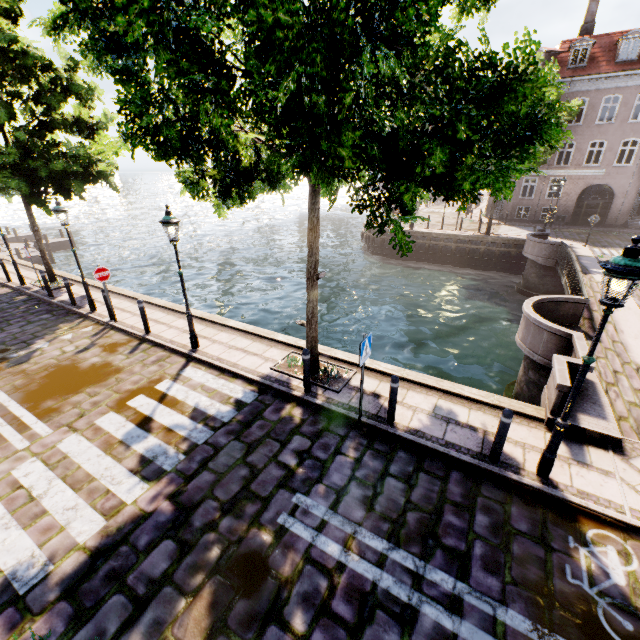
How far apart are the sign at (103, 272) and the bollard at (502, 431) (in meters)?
11.42

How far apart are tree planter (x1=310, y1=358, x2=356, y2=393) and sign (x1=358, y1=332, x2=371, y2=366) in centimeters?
167cm

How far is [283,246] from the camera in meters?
32.6 m

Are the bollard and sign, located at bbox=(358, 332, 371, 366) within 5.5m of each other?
yes

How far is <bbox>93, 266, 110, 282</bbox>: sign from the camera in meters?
10.0 m

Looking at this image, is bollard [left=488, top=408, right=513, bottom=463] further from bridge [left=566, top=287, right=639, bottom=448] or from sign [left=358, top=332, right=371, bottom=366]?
sign [left=358, top=332, right=371, bottom=366]

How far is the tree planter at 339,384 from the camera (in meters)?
7.48
